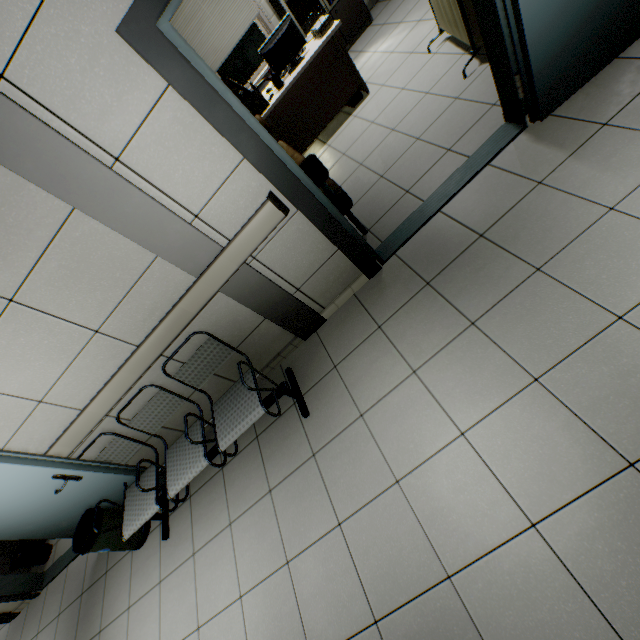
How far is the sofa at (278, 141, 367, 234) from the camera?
2.5 meters

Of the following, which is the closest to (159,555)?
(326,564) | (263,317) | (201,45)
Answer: (326,564)

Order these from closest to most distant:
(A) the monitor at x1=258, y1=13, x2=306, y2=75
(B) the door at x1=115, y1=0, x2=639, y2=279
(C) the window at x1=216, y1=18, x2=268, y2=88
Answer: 1. (B) the door at x1=115, y1=0, x2=639, y2=279
2. (A) the monitor at x1=258, y1=13, x2=306, y2=75
3. (C) the window at x1=216, y1=18, x2=268, y2=88

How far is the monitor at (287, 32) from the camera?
3.77m

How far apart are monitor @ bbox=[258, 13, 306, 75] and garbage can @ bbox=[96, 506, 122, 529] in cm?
531

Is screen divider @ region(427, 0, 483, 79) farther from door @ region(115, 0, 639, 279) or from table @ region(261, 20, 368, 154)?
table @ region(261, 20, 368, 154)

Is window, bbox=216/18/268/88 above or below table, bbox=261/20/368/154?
above

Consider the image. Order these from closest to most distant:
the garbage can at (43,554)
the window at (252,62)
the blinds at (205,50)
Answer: the garbage can at (43,554) → the blinds at (205,50) → the window at (252,62)
